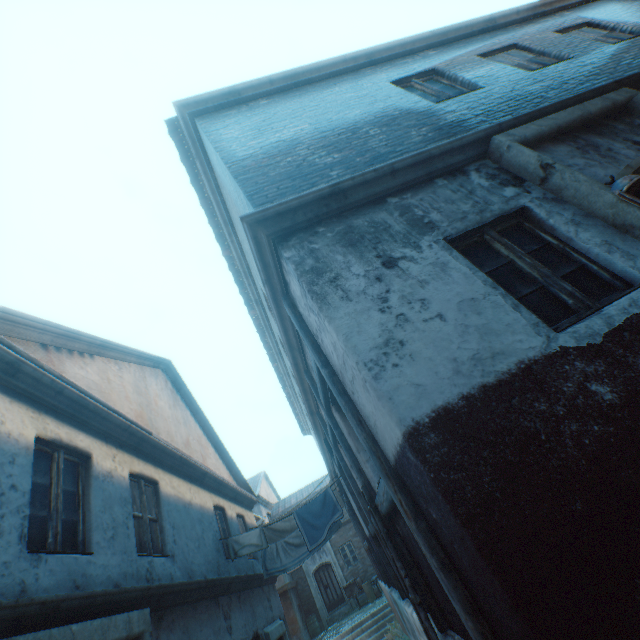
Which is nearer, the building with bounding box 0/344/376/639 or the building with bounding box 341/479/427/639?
the building with bounding box 0/344/376/639

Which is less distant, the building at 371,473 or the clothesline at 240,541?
the building at 371,473

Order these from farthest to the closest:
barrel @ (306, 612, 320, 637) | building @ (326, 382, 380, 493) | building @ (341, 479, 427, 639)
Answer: barrel @ (306, 612, 320, 637) < building @ (341, 479, 427, 639) < building @ (326, 382, 380, 493)

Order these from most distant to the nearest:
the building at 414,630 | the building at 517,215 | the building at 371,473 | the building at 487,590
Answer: the building at 414,630
the building at 371,473
the building at 517,215
the building at 487,590

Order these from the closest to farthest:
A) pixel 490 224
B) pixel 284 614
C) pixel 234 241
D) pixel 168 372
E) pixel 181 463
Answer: pixel 490 224 < pixel 181 463 < pixel 234 241 < pixel 168 372 < pixel 284 614

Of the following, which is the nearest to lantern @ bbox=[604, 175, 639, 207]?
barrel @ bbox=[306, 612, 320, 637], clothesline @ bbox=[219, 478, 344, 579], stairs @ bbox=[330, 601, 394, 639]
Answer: clothesline @ bbox=[219, 478, 344, 579]

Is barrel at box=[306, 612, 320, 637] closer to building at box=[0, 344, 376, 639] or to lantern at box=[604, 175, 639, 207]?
building at box=[0, 344, 376, 639]
